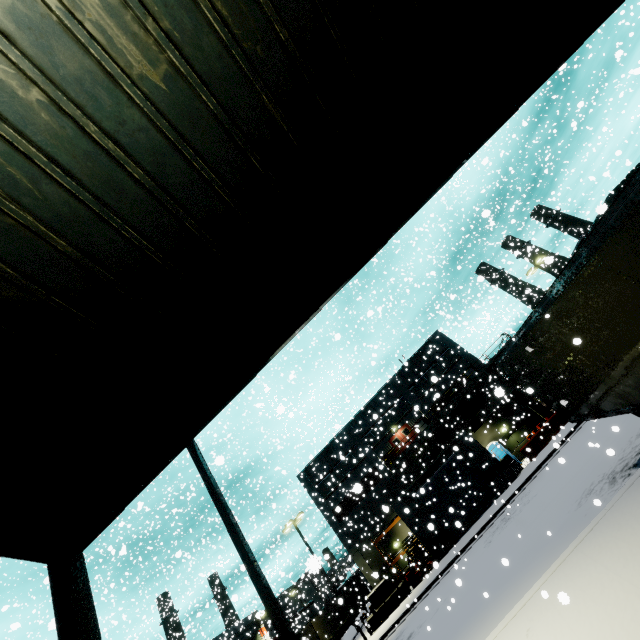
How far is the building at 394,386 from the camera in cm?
2552

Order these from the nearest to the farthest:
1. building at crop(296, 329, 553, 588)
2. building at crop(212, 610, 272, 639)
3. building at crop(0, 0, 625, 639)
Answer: building at crop(0, 0, 625, 639) → building at crop(296, 329, 553, 588) → building at crop(212, 610, 272, 639)

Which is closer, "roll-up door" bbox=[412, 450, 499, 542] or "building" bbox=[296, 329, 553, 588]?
"roll-up door" bbox=[412, 450, 499, 542]

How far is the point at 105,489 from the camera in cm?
402

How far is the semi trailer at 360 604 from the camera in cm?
3509

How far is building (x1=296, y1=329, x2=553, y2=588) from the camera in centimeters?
2552cm

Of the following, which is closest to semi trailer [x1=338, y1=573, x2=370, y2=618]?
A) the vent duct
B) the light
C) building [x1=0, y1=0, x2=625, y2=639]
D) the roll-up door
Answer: building [x1=0, y1=0, x2=625, y2=639]
